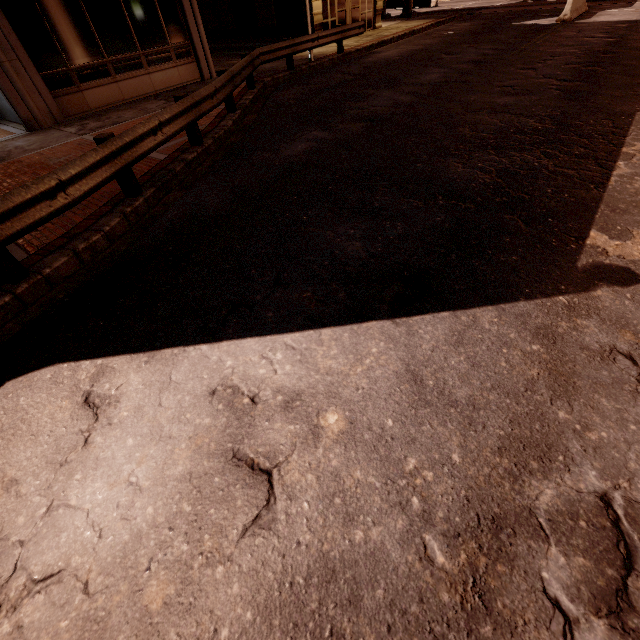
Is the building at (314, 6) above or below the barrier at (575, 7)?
above

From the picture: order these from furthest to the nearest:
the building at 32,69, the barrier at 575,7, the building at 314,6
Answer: the building at 314,6, the barrier at 575,7, the building at 32,69

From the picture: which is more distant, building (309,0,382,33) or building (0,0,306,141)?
building (309,0,382,33)

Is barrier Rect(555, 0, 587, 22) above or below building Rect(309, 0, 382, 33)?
below

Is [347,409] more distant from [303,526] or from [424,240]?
[424,240]

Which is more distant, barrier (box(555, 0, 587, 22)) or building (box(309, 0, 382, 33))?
building (box(309, 0, 382, 33))

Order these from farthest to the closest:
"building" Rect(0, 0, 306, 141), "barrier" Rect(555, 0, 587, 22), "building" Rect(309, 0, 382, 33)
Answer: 1. "building" Rect(309, 0, 382, 33)
2. "barrier" Rect(555, 0, 587, 22)
3. "building" Rect(0, 0, 306, 141)
